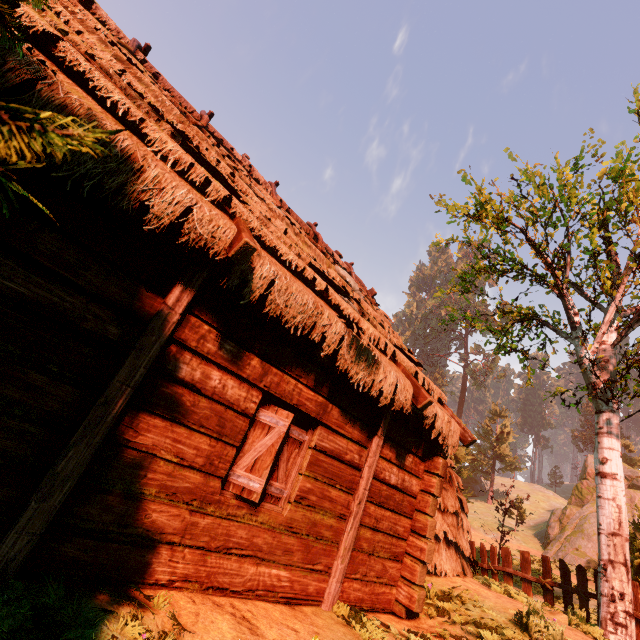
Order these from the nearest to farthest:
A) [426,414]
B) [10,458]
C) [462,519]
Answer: [10,458]
[426,414]
[462,519]

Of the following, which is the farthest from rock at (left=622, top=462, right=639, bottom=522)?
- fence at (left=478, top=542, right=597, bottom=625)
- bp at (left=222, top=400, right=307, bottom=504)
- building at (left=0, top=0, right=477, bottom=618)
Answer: bp at (left=222, top=400, right=307, bottom=504)

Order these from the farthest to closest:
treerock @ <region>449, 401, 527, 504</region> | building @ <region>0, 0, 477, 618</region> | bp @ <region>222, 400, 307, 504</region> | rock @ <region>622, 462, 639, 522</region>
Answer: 1. treerock @ <region>449, 401, 527, 504</region>
2. rock @ <region>622, 462, 639, 522</region>
3. bp @ <region>222, 400, 307, 504</region>
4. building @ <region>0, 0, 477, 618</region>

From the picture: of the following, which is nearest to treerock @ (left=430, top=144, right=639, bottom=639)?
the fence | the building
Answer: the building

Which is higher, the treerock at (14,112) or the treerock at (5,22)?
the treerock at (5,22)

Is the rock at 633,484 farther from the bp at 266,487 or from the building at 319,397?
the bp at 266,487

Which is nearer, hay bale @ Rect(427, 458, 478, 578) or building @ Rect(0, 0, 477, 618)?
building @ Rect(0, 0, 477, 618)

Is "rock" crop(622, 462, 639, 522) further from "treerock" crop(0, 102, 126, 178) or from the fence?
the fence
